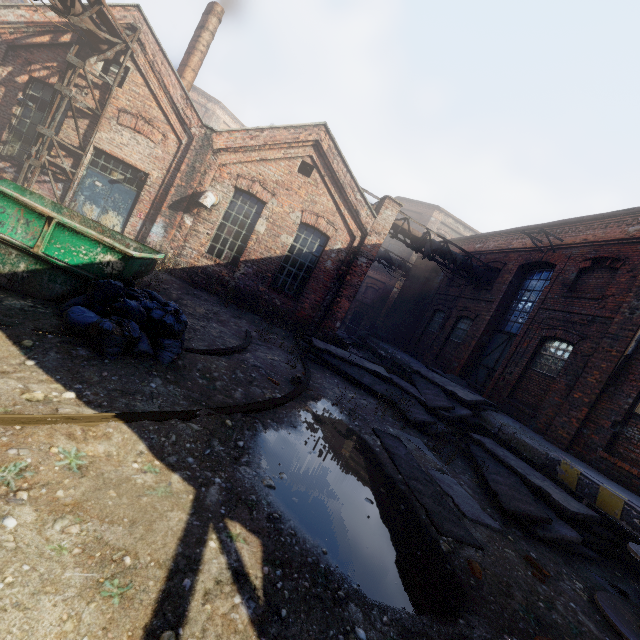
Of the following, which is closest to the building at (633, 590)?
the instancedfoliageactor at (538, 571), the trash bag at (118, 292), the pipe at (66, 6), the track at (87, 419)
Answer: the instancedfoliageactor at (538, 571)

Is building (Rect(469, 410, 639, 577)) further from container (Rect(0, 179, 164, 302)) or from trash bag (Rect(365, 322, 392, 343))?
container (Rect(0, 179, 164, 302))

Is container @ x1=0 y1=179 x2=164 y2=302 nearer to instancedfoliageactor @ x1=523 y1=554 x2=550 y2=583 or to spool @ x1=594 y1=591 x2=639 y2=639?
instancedfoliageactor @ x1=523 y1=554 x2=550 y2=583

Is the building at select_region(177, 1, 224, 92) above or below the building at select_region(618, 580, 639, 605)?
above

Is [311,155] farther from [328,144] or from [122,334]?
[122,334]

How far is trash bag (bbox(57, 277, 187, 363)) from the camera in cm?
423

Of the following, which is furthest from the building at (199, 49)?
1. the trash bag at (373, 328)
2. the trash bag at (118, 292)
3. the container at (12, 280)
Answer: the trash bag at (373, 328)

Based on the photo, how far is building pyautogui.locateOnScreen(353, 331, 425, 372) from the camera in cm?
1608
